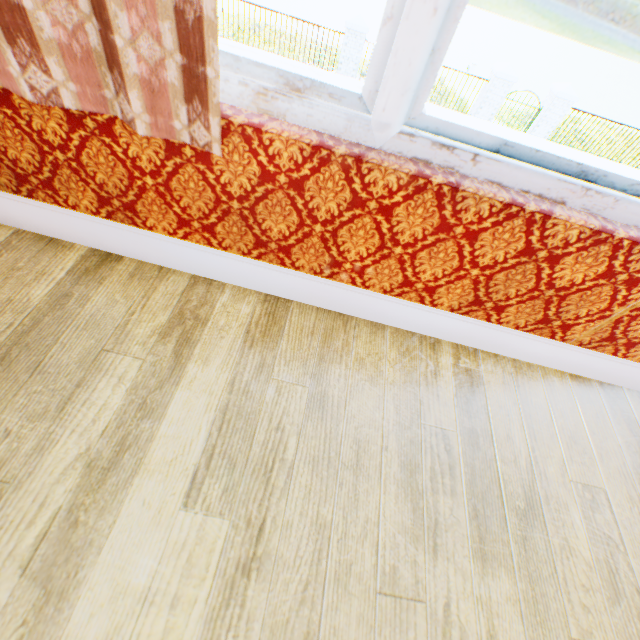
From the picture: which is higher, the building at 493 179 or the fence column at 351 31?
the building at 493 179

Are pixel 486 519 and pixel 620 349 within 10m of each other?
yes

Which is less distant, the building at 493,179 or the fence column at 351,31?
the building at 493,179

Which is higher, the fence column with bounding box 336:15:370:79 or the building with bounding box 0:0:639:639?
the building with bounding box 0:0:639:639

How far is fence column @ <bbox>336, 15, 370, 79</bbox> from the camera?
11.09m

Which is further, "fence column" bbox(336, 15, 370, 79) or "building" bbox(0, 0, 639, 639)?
"fence column" bbox(336, 15, 370, 79)
